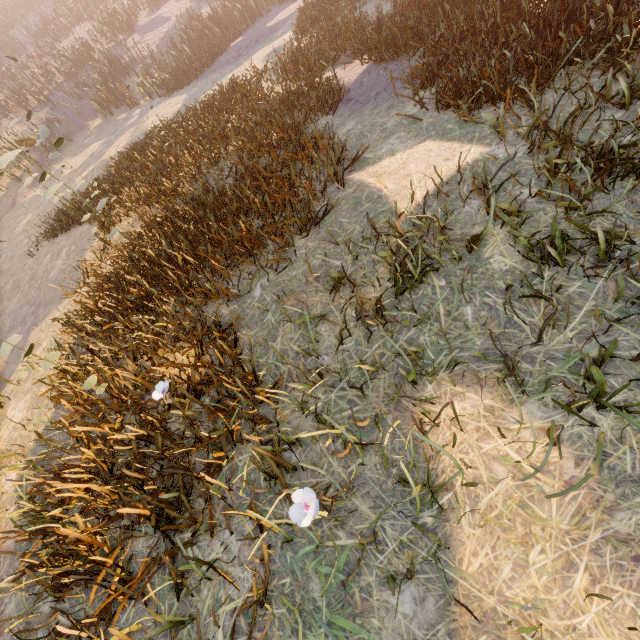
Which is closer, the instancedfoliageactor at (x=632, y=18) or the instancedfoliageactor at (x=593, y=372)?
the instancedfoliageactor at (x=593, y=372)

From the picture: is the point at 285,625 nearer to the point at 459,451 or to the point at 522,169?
the point at 459,451

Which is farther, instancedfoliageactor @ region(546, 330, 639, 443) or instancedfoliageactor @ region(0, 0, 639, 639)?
instancedfoliageactor @ region(0, 0, 639, 639)
